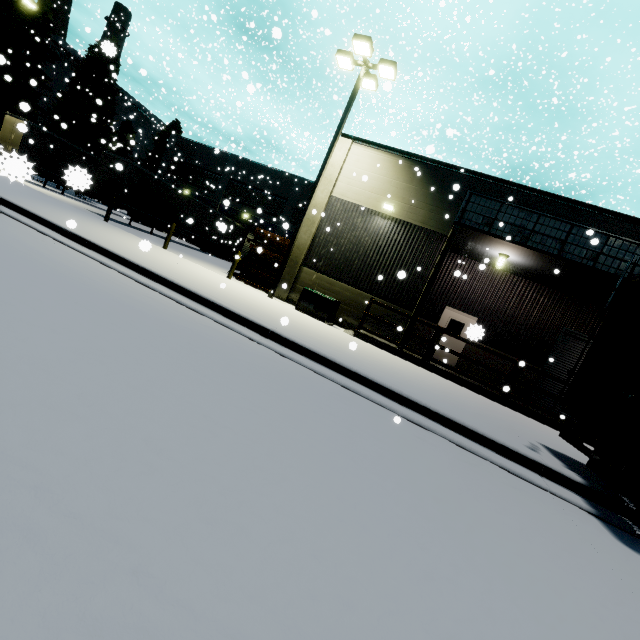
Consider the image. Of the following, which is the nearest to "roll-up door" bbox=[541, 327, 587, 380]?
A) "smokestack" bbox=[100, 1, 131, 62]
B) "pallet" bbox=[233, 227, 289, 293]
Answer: "pallet" bbox=[233, 227, 289, 293]

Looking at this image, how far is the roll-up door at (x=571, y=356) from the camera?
13.9 meters

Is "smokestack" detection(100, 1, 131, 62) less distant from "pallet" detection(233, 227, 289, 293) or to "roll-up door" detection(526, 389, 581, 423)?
"pallet" detection(233, 227, 289, 293)

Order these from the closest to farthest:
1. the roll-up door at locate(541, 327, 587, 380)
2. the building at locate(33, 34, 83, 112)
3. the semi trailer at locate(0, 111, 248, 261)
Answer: the roll-up door at locate(541, 327, 587, 380), the semi trailer at locate(0, 111, 248, 261), the building at locate(33, 34, 83, 112)

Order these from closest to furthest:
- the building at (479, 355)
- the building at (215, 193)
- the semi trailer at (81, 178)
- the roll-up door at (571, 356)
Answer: the roll-up door at (571, 356)
the building at (479, 355)
the semi trailer at (81, 178)
the building at (215, 193)

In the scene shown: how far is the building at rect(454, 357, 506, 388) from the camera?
14.5 meters

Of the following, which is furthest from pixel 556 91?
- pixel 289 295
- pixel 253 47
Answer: pixel 289 295

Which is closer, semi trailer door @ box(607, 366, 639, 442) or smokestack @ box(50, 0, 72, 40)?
semi trailer door @ box(607, 366, 639, 442)
